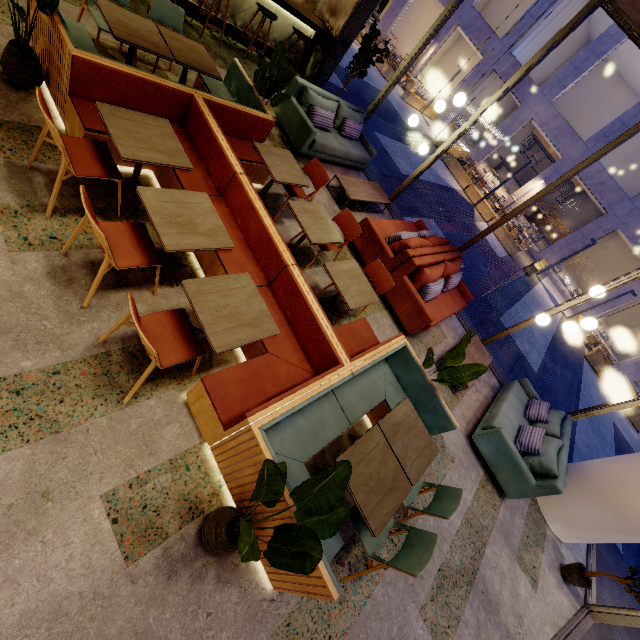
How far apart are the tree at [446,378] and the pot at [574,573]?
3.8 meters

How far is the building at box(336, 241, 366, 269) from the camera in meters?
5.5 m

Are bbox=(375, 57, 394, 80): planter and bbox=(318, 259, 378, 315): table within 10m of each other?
no

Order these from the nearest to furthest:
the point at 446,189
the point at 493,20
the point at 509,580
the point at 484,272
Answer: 1. the point at 509,580
2. the point at 484,272
3. the point at 446,189
4. the point at 493,20

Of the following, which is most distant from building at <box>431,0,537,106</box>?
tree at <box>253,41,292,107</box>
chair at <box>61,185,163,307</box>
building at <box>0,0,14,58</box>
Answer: chair at <box>61,185,163,307</box>

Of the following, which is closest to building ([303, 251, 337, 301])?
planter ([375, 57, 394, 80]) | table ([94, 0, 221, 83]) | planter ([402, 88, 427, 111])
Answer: table ([94, 0, 221, 83])

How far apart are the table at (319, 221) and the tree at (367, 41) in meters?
4.8 m

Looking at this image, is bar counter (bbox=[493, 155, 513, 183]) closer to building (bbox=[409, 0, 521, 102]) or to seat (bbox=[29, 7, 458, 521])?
building (bbox=[409, 0, 521, 102])
